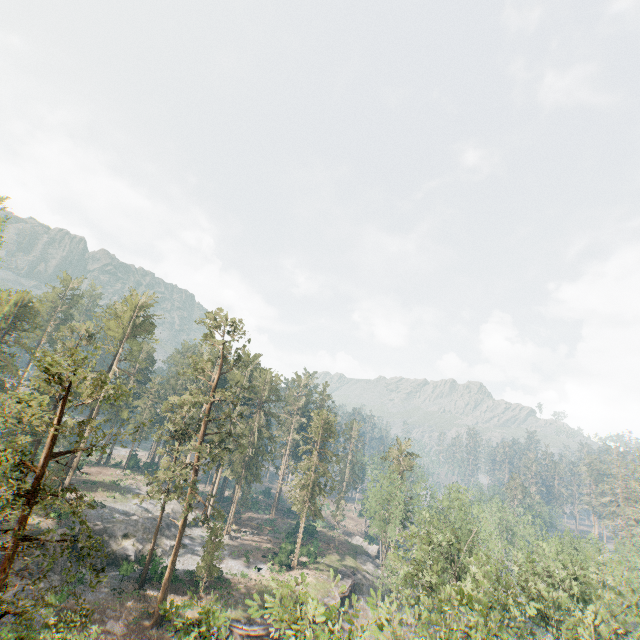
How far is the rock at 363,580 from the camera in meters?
51.8

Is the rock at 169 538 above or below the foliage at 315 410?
below

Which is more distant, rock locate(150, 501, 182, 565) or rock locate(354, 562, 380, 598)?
rock locate(354, 562, 380, 598)

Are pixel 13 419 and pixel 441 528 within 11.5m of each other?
no

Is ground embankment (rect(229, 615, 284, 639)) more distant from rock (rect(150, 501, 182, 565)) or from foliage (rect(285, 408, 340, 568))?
rock (rect(150, 501, 182, 565))

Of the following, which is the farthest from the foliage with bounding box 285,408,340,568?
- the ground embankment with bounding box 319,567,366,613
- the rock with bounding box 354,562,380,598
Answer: the ground embankment with bounding box 319,567,366,613

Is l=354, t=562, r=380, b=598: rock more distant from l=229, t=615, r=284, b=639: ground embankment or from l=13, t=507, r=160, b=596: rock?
l=13, t=507, r=160, b=596: rock

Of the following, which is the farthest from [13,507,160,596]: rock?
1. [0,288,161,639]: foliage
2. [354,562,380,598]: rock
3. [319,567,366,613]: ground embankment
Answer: [354,562,380,598]: rock
